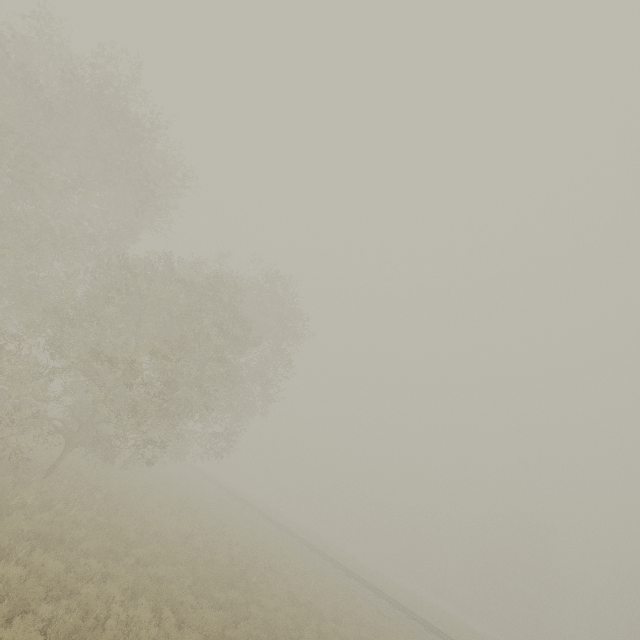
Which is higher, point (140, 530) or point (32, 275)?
point (32, 275)
